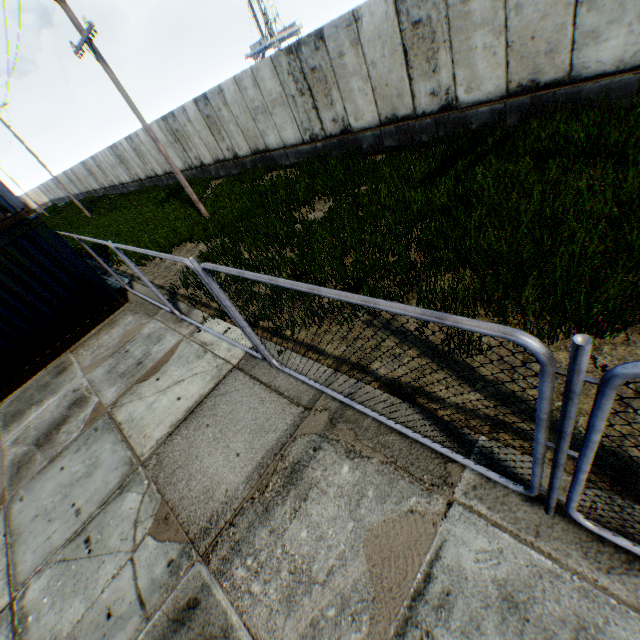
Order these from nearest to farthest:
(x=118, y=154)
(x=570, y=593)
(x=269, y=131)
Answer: (x=570, y=593) < (x=269, y=131) < (x=118, y=154)

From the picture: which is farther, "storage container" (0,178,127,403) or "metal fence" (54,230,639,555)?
"storage container" (0,178,127,403)

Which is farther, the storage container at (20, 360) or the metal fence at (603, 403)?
the storage container at (20, 360)
